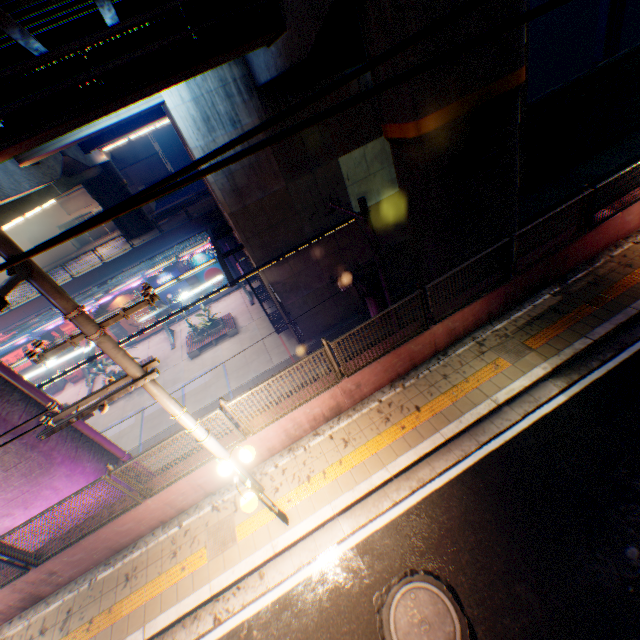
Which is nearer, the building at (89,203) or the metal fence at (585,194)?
the metal fence at (585,194)

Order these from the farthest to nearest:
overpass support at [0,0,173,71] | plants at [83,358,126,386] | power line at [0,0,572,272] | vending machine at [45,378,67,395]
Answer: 1. vending machine at [45,378,67,395]
2. plants at [83,358,126,386]
3. overpass support at [0,0,173,71]
4. power line at [0,0,572,272]

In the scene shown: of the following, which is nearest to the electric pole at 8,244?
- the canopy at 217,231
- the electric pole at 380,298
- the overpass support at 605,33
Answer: the electric pole at 380,298

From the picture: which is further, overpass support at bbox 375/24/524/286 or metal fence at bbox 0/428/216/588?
overpass support at bbox 375/24/524/286

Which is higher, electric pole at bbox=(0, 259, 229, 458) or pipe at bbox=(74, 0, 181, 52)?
pipe at bbox=(74, 0, 181, 52)

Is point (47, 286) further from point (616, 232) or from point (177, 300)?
point (177, 300)

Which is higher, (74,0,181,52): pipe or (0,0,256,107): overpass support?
(74,0,181,52): pipe

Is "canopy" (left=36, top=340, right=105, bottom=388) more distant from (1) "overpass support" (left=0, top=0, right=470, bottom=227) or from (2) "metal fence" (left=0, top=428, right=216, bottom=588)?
(1) "overpass support" (left=0, top=0, right=470, bottom=227)
